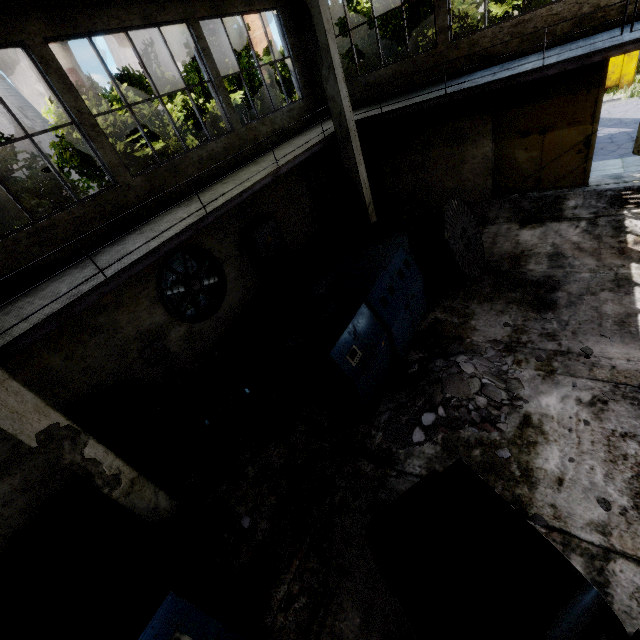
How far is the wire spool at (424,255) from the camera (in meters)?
7.52

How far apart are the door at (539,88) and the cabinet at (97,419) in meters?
13.8 m

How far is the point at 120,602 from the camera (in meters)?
3.50

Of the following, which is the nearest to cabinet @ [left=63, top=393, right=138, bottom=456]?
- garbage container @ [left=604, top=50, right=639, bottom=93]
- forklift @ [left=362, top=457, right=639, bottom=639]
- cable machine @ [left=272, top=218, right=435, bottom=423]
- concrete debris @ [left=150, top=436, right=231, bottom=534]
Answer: concrete debris @ [left=150, top=436, right=231, bottom=534]

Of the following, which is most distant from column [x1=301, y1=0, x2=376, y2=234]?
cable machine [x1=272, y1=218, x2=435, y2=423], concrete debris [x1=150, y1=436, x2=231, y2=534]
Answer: concrete debris [x1=150, y1=436, x2=231, y2=534]

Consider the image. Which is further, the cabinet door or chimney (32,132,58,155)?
chimney (32,132,58,155)

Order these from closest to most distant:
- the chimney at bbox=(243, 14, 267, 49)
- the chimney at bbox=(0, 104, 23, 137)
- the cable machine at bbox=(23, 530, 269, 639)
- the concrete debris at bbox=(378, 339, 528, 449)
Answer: the cable machine at bbox=(23, 530, 269, 639) → the concrete debris at bbox=(378, 339, 528, 449) → the chimney at bbox=(0, 104, 23, 137) → the chimney at bbox=(243, 14, 267, 49)

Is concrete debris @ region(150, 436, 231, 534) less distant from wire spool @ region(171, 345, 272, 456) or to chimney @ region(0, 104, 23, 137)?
wire spool @ region(171, 345, 272, 456)
